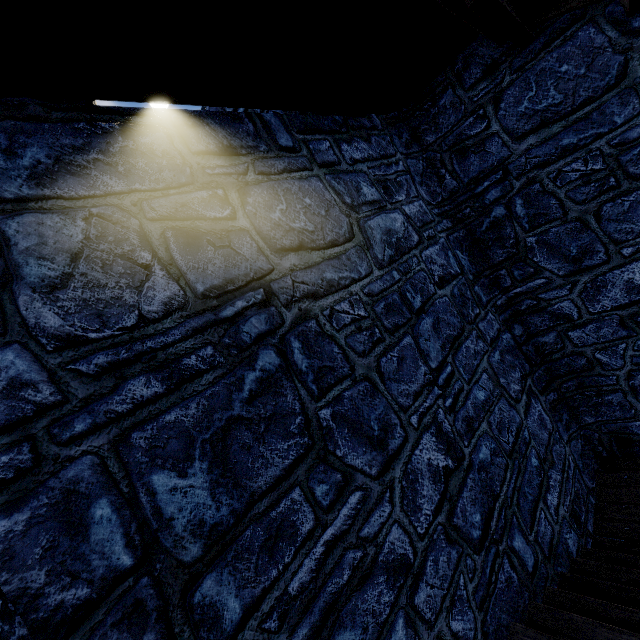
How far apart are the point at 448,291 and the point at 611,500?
3.7 meters
